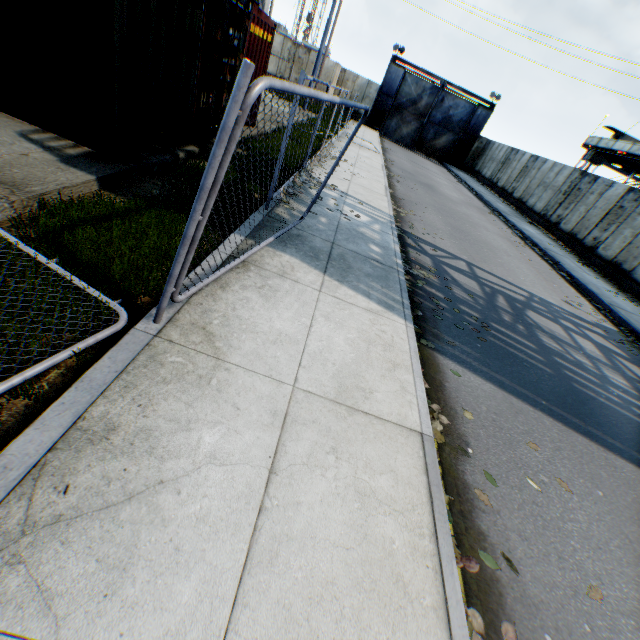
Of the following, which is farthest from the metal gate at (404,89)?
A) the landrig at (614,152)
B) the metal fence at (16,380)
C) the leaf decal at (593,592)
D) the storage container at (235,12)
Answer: the leaf decal at (593,592)

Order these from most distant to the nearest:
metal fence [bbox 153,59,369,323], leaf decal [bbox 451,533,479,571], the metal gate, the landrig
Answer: the metal gate → the landrig → leaf decal [bbox 451,533,479,571] → metal fence [bbox 153,59,369,323]

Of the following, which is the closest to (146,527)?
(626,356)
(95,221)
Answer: (95,221)

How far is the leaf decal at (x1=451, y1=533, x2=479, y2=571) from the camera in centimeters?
249cm

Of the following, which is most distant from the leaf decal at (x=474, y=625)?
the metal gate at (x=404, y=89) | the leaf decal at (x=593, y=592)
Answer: the metal gate at (x=404, y=89)

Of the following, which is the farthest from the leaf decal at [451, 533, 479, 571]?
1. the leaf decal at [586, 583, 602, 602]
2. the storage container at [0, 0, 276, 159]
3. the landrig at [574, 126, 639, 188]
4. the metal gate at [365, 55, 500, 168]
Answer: the metal gate at [365, 55, 500, 168]

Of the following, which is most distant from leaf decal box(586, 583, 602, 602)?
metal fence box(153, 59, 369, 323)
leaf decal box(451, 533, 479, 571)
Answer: metal fence box(153, 59, 369, 323)

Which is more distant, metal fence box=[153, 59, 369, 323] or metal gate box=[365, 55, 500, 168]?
metal gate box=[365, 55, 500, 168]
